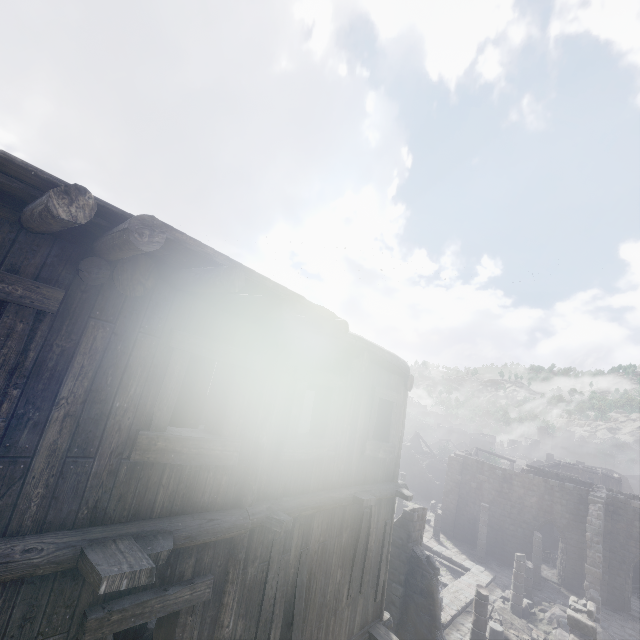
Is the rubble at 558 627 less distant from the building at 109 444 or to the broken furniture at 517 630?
the building at 109 444

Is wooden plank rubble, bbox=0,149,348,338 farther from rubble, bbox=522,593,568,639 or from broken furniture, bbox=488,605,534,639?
rubble, bbox=522,593,568,639

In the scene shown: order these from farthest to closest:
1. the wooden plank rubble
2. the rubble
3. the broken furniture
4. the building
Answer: the rubble < the broken furniture < the building < the wooden plank rubble

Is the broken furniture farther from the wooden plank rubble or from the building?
the wooden plank rubble

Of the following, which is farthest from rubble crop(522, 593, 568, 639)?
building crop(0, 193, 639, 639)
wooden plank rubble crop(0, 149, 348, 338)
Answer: wooden plank rubble crop(0, 149, 348, 338)

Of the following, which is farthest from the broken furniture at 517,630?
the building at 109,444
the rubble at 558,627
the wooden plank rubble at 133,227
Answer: the wooden plank rubble at 133,227

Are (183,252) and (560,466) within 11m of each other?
no
